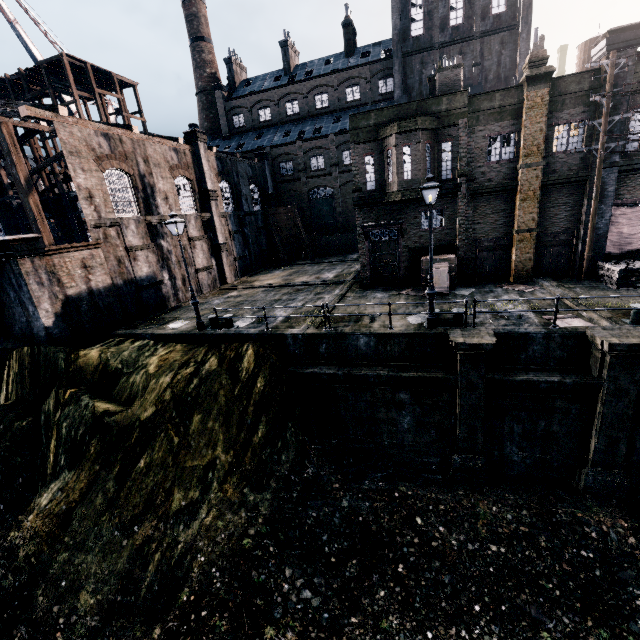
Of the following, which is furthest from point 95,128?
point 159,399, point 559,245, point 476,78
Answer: point 476,78

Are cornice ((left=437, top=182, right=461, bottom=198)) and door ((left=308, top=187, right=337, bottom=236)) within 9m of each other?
no

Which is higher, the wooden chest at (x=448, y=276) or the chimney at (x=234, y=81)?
the chimney at (x=234, y=81)

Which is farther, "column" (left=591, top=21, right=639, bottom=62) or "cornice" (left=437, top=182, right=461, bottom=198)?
"cornice" (left=437, top=182, right=461, bottom=198)

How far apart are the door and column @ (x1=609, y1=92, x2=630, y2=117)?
Result: 30.23m

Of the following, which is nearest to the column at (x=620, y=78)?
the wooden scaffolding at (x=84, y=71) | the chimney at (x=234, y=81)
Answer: the wooden scaffolding at (x=84, y=71)

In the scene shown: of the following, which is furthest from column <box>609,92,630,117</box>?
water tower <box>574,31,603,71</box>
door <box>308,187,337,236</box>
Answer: door <box>308,187,337,236</box>

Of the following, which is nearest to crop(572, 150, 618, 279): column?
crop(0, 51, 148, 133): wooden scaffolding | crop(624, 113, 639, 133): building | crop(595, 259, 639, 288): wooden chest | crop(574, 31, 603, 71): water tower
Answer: crop(624, 113, 639, 133): building
